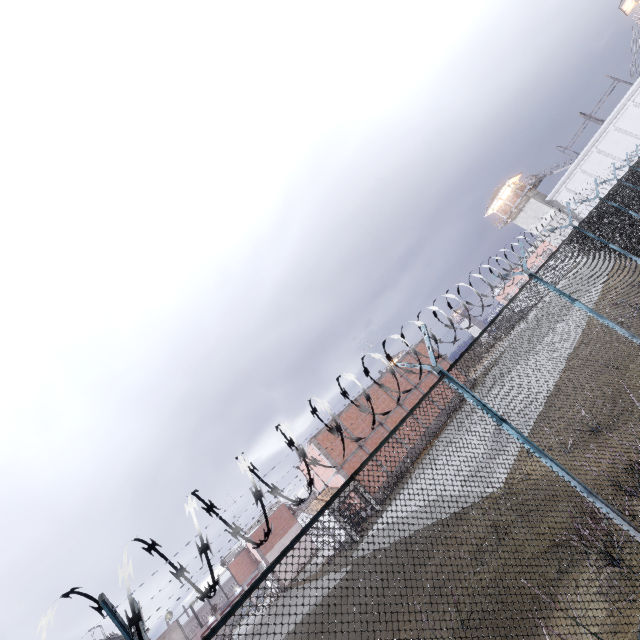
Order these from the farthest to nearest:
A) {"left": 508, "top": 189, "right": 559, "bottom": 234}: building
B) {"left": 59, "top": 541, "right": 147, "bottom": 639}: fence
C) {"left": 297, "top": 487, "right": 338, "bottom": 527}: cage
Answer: {"left": 508, "top": 189, "right": 559, "bottom": 234}: building → {"left": 297, "top": 487, "right": 338, "bottom": 527}: cage → {"left": 59, "top": 541, "right": 147, "bottom": 639}: fence

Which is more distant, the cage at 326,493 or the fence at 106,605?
the cage at 326,493

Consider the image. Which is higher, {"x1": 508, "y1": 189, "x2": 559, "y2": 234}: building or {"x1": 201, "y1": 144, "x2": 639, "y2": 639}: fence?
{"x1": 508, "y1": 189, "x2": 559, "y2": 234}: building

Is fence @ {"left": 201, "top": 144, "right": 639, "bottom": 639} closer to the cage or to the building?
the cage

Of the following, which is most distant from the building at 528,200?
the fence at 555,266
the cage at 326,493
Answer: the cage at 326,493

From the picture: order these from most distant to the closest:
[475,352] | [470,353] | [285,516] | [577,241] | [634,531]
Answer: [475,352] → [285,516] → [577,241] → [470,353] → [634,531]

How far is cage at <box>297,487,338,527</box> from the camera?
25.45m

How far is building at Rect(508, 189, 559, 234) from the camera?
45.1 meters
